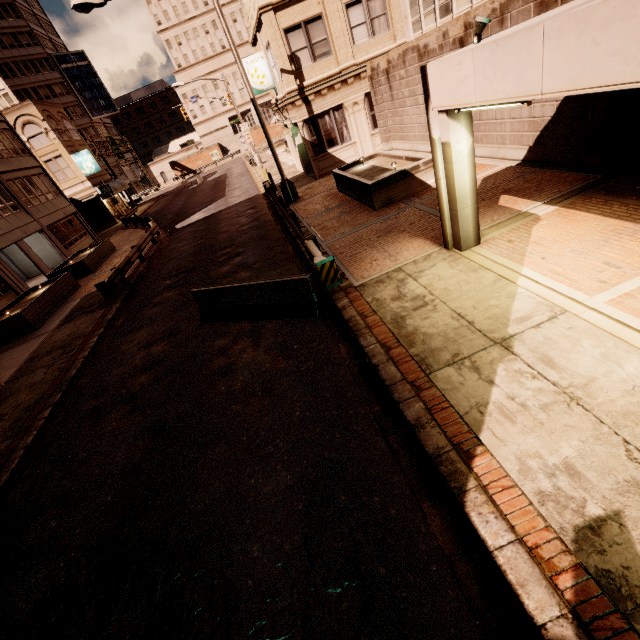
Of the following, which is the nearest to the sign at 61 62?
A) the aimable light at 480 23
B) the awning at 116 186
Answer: the awning at 116 186

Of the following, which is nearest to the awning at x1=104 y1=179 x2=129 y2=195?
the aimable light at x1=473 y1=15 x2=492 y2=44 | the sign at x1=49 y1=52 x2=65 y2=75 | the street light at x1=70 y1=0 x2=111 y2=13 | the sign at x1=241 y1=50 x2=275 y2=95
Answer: the sign at x1=241 y1=50 x2=275 y2=95

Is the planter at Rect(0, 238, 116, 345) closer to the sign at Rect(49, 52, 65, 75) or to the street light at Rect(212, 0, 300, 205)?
the street light at Rect(212, 0, 300, 205)

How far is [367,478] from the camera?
4.2 meters

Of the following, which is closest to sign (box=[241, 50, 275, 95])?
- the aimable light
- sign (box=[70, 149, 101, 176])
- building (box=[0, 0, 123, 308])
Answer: the aimable light

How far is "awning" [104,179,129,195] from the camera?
39.0 meters

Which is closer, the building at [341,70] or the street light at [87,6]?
the street light at [87,6]

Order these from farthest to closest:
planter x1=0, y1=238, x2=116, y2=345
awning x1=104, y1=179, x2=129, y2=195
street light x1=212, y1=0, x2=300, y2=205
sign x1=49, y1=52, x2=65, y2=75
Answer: sign x1=49, y1=52, x2=65, y2=75 < awning x1=104, y1=179, x2=129, y2=195 < planter x1=0, y1=238, x2=116, y2=345 < street light x1=212, y1=0, x2=300, y2=205
